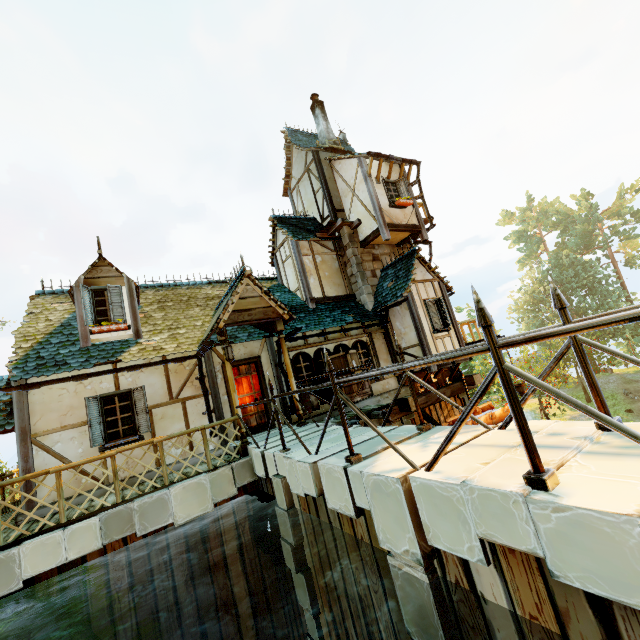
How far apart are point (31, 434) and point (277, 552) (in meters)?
5.98

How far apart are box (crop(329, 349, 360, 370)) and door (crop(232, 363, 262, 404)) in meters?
2.2 m

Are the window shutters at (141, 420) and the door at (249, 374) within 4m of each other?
yes

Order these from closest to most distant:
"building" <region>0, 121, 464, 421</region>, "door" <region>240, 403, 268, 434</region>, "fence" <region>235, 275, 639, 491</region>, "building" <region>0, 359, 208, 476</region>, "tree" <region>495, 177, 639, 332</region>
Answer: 1. "fence" <region>235, 275, 639, 491</region>
2. "building" <region>0, 359, 208, 476</region>
3. "building" <region>0, 121, 464, 421</region>
4. "door" <region>240, 403, 268, 434</region>
5. "tree" <region>495, 177, 639, 332</region>

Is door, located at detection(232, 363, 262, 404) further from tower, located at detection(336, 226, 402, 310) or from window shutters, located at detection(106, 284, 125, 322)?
tower, located at detection(336, 226, 402, 310)

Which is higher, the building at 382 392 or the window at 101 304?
the window at 101 304

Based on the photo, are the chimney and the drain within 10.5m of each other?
no

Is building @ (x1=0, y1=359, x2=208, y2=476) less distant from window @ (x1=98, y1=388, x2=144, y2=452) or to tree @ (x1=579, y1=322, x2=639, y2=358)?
window @ (x1=98, y1=388, x2=144, y2=452)
